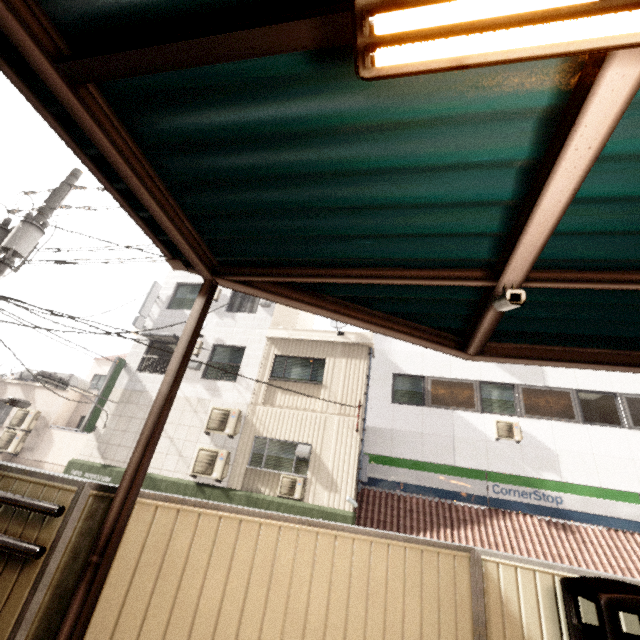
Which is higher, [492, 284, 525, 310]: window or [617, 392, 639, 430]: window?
[617, 392, 639, 430]: window

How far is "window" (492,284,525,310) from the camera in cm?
224

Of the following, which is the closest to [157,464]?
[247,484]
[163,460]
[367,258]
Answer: [163,460]

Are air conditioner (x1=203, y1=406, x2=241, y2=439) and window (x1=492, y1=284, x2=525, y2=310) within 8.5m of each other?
no

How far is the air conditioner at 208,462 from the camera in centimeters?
1015cm

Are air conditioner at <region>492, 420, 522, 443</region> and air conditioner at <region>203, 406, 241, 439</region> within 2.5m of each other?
no

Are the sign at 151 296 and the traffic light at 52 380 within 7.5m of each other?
yes

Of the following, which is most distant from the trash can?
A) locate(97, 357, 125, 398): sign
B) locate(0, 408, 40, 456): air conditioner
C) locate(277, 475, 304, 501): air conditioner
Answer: locate(0, 408, 40, 456): air conditioner
